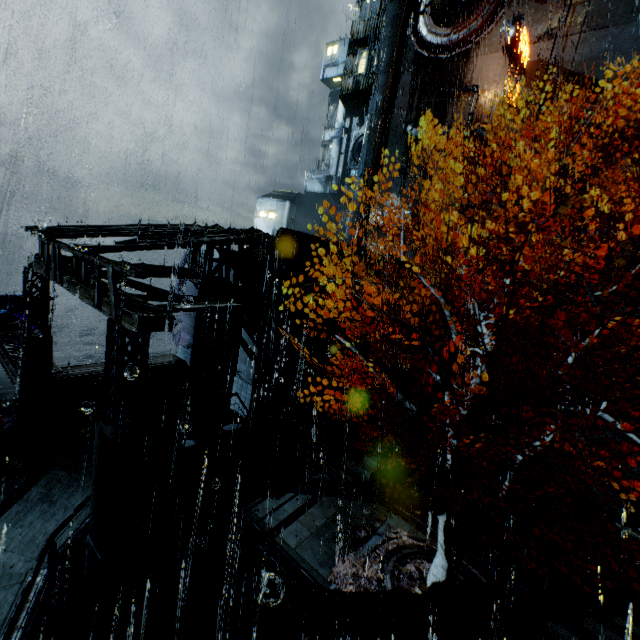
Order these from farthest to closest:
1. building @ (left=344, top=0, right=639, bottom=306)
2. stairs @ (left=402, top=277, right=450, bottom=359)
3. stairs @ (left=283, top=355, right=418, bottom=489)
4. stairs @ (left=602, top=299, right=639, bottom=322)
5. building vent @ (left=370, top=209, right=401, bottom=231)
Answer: building vent @ (left=370, top=209, right=401, bottom=231)
building @ (left=344, top=0, right=639, bottom=306)
stairs @ (left=402, top=277, right=450, bottom=359)
stairs @ (left=602, top=299, right=639, bottom=322)
stairs @ (left=283, top=355, right=418, bottom=489)

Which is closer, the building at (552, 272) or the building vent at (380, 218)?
the building at (552, 272)

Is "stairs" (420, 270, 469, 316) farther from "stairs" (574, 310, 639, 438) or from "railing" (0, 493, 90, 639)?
"stairs" (574, 310, 639, 438)

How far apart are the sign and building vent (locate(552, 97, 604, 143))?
3.70m

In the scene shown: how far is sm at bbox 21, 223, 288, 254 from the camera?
8.7 meters

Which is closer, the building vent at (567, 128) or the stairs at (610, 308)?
the stairs at (610, 308)

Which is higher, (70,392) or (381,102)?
(381,102)

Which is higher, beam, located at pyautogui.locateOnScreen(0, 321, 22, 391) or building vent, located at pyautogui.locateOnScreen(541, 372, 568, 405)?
building vent, located at pyautogui.locateOnScreen(541, 372, 568, 405)
